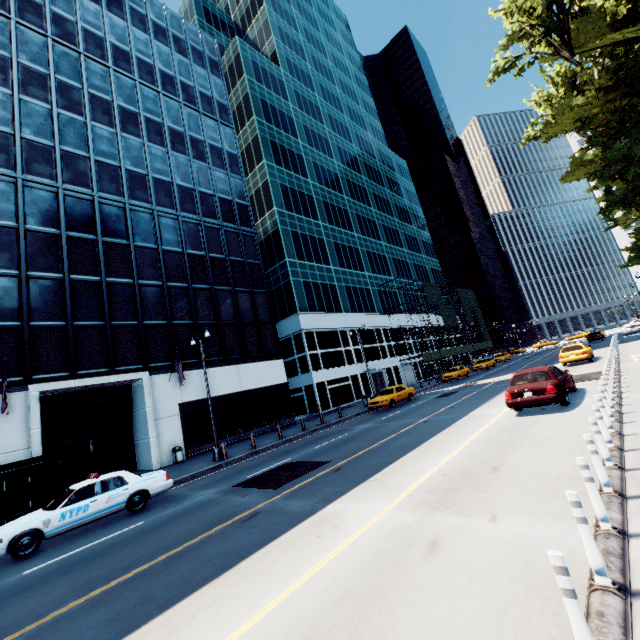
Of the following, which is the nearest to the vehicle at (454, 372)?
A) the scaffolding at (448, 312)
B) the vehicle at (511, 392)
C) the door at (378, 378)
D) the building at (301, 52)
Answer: the scaffolding at (448, 312)

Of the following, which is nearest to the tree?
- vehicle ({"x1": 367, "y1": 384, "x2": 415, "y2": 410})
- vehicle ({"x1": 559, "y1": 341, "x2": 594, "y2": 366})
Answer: vehicle ({"x1": 559, "y1": 341, "x2": 594, "y2": 366})

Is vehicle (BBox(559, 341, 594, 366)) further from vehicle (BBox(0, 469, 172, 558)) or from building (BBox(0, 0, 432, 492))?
vehicle (BBox(0, 469, 172, 558))

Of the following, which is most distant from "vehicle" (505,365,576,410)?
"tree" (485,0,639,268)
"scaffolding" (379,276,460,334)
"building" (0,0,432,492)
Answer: "scaffolding" (379,276,460,334)

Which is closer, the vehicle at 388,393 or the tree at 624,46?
the tree at 624,46

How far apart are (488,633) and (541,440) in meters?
7.0

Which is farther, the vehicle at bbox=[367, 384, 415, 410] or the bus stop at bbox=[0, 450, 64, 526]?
the vehicle at bbox=[367, 384, 415, 410]

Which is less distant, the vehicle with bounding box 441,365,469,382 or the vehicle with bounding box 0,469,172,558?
the vehicle with bounding box 0,469,172,558
